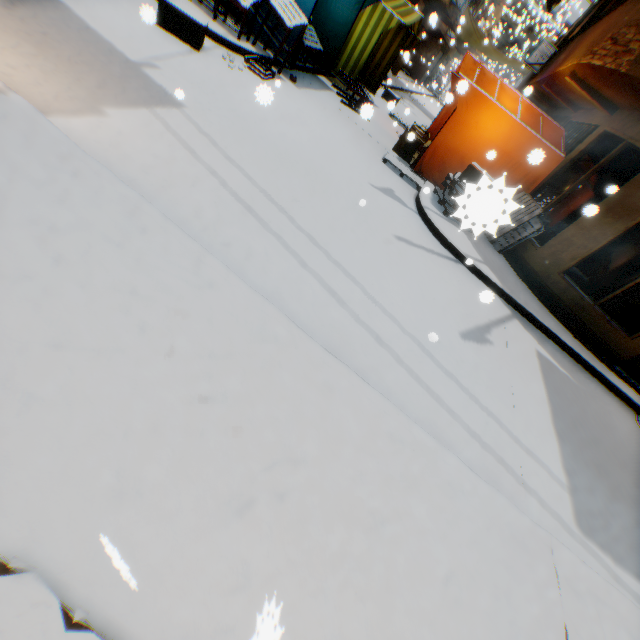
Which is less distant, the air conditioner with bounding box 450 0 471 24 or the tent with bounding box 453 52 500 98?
the tent with bounding box 453 52 500 98

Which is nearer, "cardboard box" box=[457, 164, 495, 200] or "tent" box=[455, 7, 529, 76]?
"cardboard box" box=[457, 164, 495, 200]

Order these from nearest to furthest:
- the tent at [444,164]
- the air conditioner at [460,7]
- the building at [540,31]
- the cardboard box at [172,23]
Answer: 1. the cardboard box at [172,23]
2. the tent at [444,164]
3. the air conditioner at [460,7]
4. the building at [540,31]

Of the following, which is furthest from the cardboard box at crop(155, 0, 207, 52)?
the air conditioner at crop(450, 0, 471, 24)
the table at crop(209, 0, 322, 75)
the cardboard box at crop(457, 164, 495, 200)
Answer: the air conditioner at crop(450, 0, 471, 24)

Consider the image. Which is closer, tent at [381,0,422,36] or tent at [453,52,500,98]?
tent at [453,52,500,98]

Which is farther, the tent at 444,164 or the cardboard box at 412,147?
the cardboard box at 412,147

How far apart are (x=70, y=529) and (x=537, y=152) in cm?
428

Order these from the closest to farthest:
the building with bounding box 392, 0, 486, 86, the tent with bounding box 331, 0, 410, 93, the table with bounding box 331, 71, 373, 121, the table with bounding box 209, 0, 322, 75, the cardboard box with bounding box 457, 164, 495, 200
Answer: the cardboard box with bounding box 457, 164, 495, 200
the table with bounding box 331, 71, 373, 121
the table with bounding box 209, 0, 322, 75
the tent with bounding box 331, 0, 410, 93
the building with bounding box 392, 0, 486, 86
